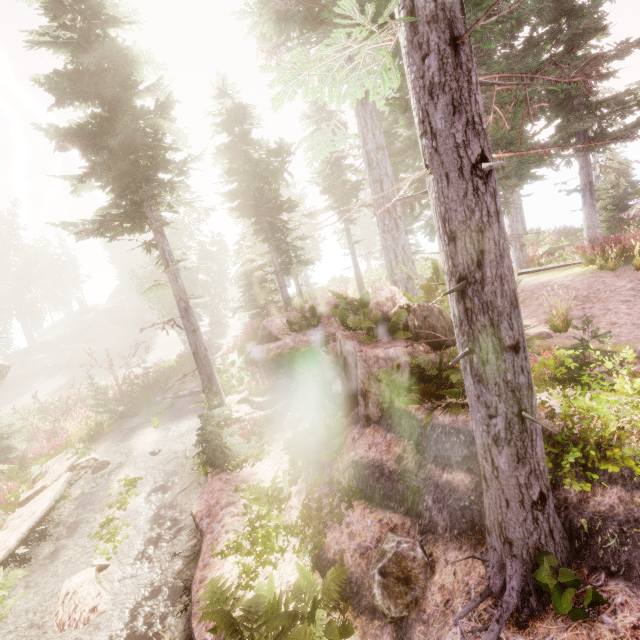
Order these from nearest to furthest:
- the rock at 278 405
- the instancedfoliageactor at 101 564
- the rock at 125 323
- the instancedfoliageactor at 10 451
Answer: the instancedfoliageactor at 101 564 → the rock at 278 405 → the instancedfoliageactor at 10 451 → the rock at 125 323

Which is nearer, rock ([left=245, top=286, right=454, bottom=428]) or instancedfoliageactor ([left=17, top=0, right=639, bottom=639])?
instancedfoliageactor ([left=17, top=0, right=639, bottom=639])

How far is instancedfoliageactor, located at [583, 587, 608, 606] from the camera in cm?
254

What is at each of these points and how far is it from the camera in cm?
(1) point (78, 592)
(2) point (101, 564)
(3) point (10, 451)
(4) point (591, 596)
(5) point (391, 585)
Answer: (1) rock, 721
(2) instancedfoliageactor, 798
(3) instancedfoliageactor, 1416
(4) instancedfoliageactor, 265
(5) instancedfoliageactor, 412

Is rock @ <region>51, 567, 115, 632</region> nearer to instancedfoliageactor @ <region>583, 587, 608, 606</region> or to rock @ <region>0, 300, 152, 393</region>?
instancedfoliageactor @ <region>583, 587, 608, 606</region>

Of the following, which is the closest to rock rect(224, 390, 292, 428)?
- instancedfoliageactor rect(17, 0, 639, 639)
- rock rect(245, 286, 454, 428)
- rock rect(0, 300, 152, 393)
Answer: instancedfoliageactor rect(17, 0, 639, 639)

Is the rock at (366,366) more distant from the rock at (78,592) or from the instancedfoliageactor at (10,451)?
the rock at (78,592)

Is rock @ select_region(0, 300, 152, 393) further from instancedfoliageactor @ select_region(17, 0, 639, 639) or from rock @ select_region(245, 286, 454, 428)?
rock @ select_region(245, 286, 454, 428)
